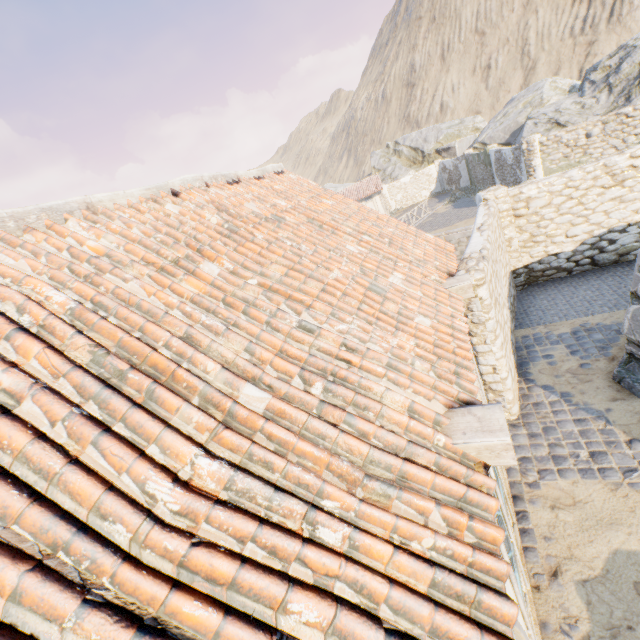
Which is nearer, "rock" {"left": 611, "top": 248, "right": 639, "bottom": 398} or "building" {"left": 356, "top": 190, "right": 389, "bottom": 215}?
"rock" {"left": 611, "top": 248, "right": 639, "bottom": 398}

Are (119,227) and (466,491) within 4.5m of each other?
yes

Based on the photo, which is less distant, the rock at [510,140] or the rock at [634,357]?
the rock at [634,357]

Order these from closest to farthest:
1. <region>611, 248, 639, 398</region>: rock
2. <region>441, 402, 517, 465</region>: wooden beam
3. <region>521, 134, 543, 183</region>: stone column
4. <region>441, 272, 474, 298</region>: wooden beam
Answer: <region>441, 402, 517, 465</region>: wooden beam < <region>441, 272, 474, 298</region>: wooden beam < <region>611, 248, 639, 398</region>: rock < <region>521, 134, 543, 183</region>: stone column

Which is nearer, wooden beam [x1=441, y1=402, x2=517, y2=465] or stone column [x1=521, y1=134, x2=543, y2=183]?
wooden beam [x1=441, y1=402, x2=517, y2=465]

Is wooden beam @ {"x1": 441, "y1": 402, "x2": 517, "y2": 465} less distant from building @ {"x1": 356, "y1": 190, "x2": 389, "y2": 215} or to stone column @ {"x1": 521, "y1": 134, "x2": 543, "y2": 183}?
stone column @ {"x1": 521, "y1": 134, "x2": 543, "y2": 183}

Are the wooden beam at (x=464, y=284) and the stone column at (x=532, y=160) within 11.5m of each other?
no

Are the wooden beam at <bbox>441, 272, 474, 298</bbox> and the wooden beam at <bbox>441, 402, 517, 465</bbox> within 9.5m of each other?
yes
